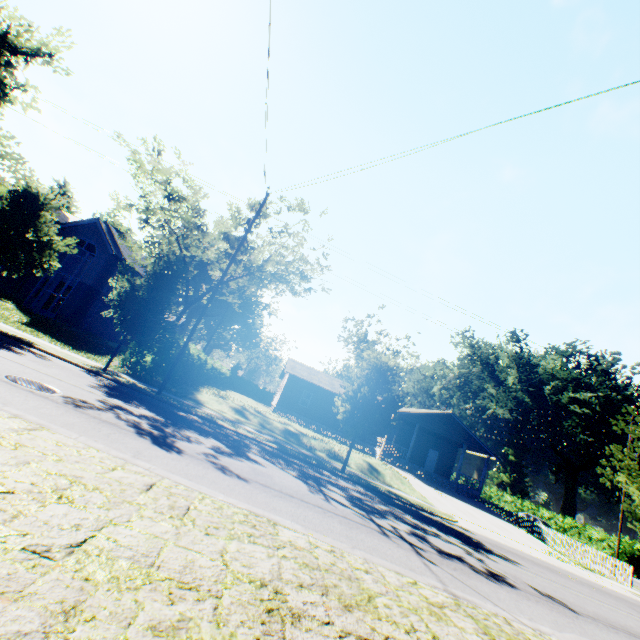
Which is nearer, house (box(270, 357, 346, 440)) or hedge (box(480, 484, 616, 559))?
house (box(270, 357, 346, 440))

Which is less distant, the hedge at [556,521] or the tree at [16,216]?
the tree at [16,216]

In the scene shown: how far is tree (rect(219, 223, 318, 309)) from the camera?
20.3m

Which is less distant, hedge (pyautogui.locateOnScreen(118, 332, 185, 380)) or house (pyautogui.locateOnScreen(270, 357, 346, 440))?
hedge (pyautogui.locateOnScreen(118, 332, 185, 380))

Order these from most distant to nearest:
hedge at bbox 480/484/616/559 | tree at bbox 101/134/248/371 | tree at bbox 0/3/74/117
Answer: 1. hedge at bbox 480/484/616/559
2. tree at bbox 101/134/248/371
3. tree at bbox 0/3/74/117

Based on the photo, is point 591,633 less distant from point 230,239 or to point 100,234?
point 230,239

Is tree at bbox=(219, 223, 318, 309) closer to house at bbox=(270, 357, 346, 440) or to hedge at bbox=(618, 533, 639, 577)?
house at bbox=(270, 357, 346, 440)

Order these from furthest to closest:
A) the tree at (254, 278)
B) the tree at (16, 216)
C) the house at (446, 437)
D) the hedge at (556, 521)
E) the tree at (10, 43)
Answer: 1. the hedge at (556, 521)
2. the house at (446, 437)
3. the tree at (254, 278)
4. the tree at (16, 216)
5. the tree at (10, 43)
